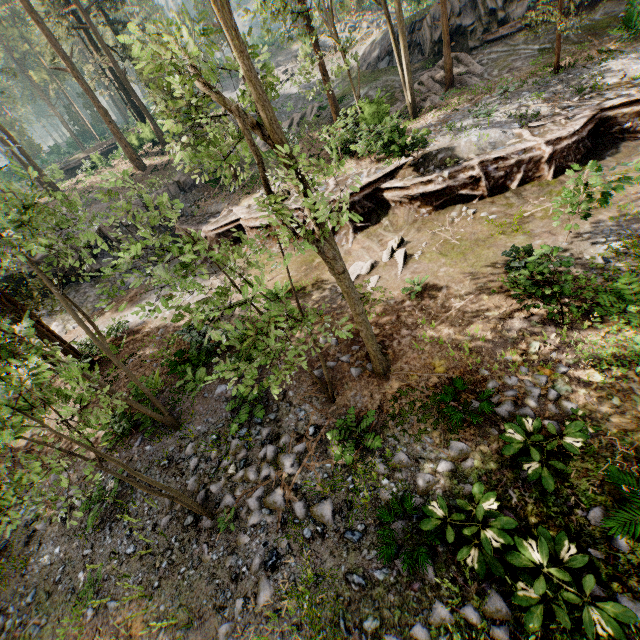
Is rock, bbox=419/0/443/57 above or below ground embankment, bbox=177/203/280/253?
above

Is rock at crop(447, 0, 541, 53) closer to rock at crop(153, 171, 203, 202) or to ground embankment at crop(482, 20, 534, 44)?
ground embankment at crop(482, 20, 534, 44)

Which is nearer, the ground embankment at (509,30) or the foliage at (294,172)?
the foliage at (294,172)

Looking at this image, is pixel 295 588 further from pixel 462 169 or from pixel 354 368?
pixel 462 169

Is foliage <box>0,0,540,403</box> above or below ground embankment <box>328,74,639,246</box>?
above

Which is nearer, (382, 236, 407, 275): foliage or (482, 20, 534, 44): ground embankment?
(382, 236, 407, 275): foliage

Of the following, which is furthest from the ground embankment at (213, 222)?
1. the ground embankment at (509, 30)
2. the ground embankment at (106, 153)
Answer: the ground embankment at (106, 153)

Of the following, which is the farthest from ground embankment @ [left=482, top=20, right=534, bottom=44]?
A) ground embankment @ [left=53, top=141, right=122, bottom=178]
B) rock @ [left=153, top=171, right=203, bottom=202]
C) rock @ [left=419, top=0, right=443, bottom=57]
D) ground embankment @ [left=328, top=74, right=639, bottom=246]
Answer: ground embankment @ [left=53, top=141, right=122, bottom=178]
